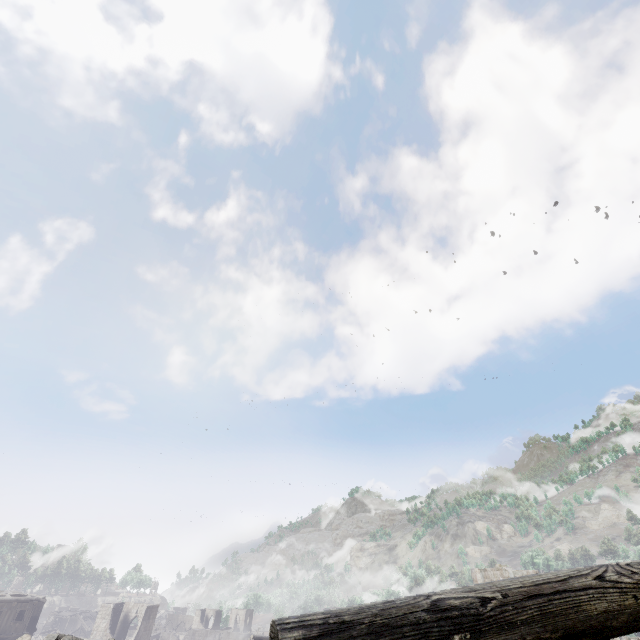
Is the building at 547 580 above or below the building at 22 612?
above

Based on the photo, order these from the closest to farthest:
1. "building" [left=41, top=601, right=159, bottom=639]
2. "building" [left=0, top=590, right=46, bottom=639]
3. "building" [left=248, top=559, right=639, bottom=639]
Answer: "building" [left=248, top=559, right=639, bottom=639], "building" [left=0, top=590, right=46, bottom=639], "building" [left=41, top=601, right=159, bottom=639]

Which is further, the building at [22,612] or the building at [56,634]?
the building at [56,634]

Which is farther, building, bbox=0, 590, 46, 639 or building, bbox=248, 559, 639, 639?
building, bbox=0, 590, 46, 639

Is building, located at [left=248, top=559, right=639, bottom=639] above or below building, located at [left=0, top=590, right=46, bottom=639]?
above

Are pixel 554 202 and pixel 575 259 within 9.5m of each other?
no
